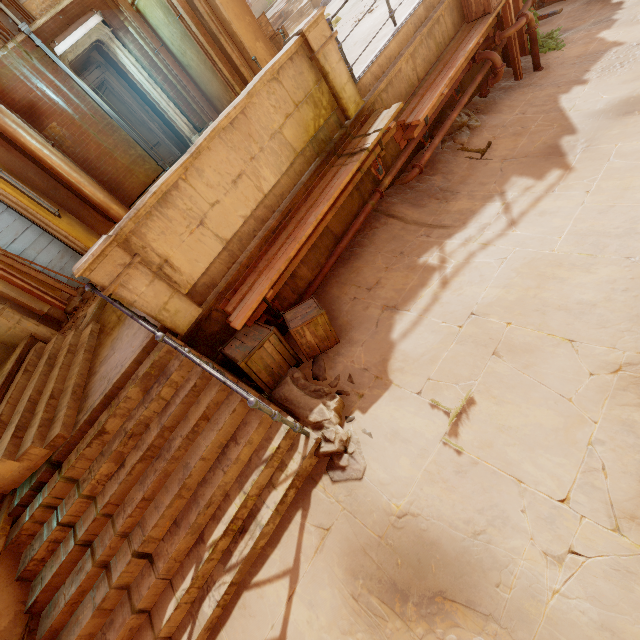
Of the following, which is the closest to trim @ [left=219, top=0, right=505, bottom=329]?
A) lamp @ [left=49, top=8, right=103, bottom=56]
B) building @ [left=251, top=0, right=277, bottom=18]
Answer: building @ [left=251, top=0, right=277, bottom=18]

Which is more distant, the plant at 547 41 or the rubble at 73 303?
the plant at 547 41

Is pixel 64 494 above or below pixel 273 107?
below

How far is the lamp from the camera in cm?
825

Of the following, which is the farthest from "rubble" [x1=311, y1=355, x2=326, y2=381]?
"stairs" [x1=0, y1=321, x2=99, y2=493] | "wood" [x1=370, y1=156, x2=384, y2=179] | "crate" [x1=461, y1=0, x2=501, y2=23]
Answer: "crate" [x1=461, y1=0, x2=501, y2=23]

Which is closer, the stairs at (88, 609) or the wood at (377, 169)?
the stairs at (88, 609)

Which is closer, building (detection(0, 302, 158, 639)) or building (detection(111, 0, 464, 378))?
building (detection(0, 302, 158, 639))

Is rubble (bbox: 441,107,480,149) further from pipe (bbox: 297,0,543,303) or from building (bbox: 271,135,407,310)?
building (bbox: 271,135,407,310)
